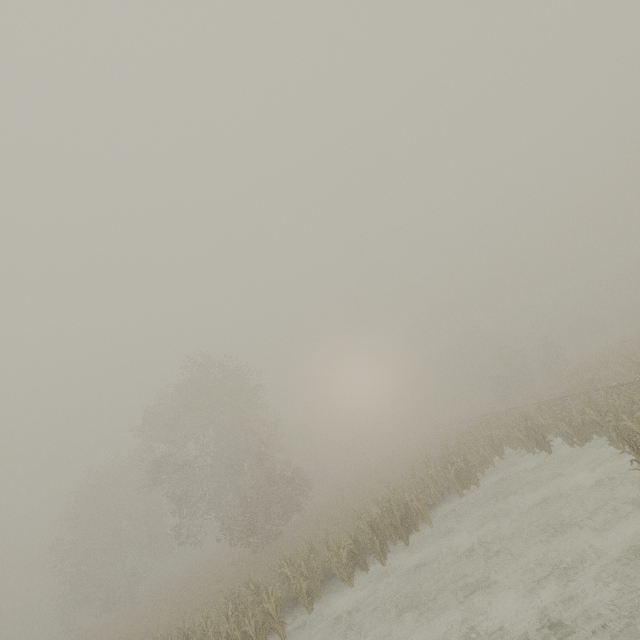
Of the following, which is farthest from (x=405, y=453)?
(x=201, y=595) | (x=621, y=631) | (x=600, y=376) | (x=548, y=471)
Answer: (x=621, y=631)
